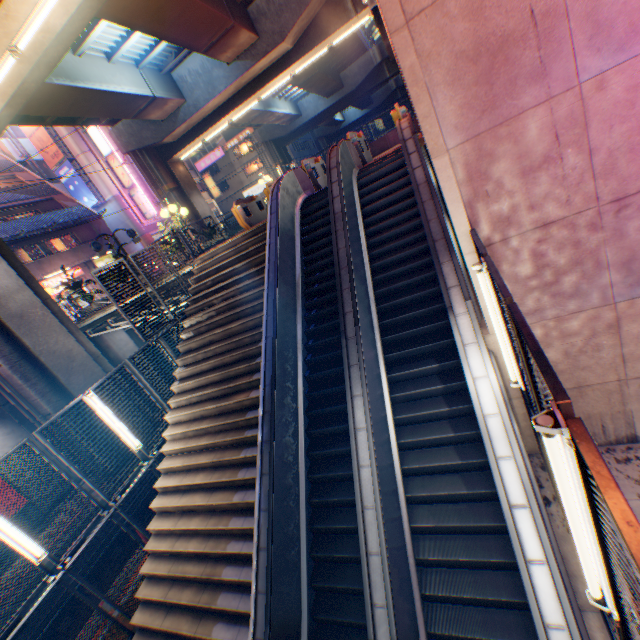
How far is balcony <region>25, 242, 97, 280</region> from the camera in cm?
2437

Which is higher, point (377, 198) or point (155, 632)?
point (377, 198)

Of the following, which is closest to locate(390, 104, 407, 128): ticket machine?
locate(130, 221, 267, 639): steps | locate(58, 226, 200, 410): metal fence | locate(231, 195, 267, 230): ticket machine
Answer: locate(130, 221, 267, 639): steps

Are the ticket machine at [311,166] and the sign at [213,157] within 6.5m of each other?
no

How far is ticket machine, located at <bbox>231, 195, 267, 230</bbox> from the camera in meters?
13.7 m

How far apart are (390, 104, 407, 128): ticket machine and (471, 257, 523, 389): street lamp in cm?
889

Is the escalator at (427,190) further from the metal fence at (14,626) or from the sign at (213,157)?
the sign at (213,157)

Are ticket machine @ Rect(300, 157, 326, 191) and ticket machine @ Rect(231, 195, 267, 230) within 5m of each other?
yes
